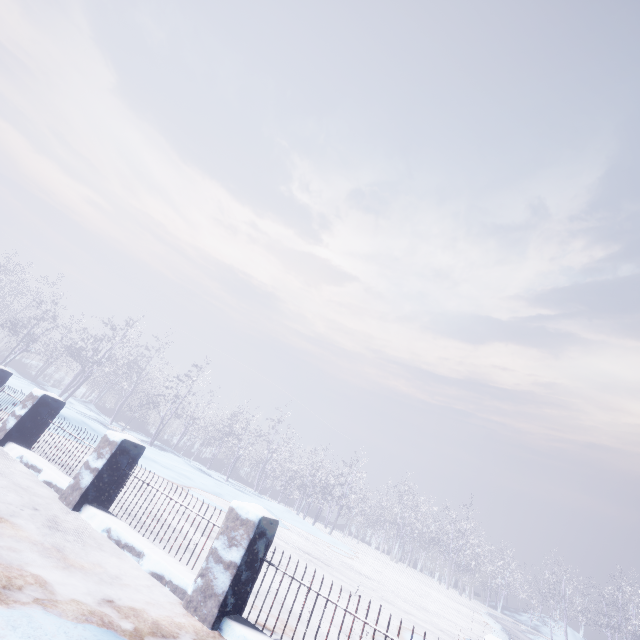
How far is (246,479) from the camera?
42.16m
